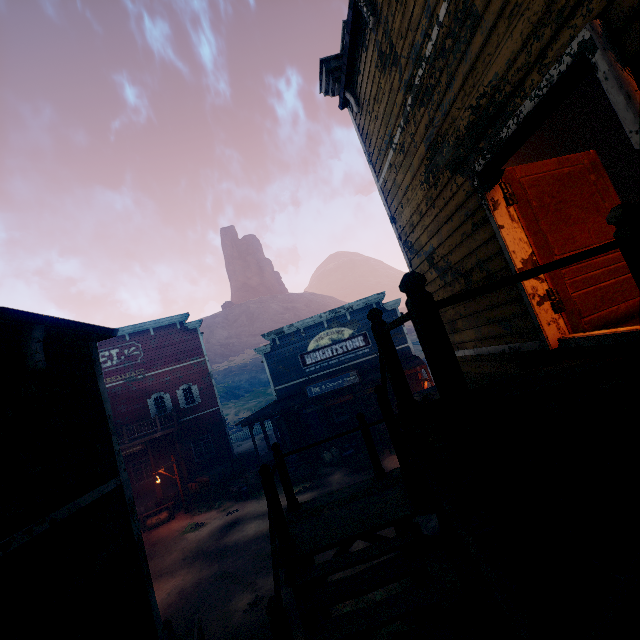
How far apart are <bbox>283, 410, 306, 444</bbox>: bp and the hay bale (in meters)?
7.23

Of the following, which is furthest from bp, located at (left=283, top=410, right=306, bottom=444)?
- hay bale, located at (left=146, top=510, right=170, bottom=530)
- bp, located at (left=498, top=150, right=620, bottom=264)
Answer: bp, located at (left=498, top=150, right=620, bottom=264)

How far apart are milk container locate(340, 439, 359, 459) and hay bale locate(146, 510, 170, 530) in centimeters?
1029cm

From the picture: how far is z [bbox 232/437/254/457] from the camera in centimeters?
3192cm

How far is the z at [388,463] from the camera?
15.2m

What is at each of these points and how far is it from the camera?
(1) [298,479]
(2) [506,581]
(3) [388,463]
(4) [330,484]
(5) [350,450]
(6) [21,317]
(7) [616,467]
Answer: (1) horse trough, 16.86m
(2) z, 6.85m
(3) z, 15.75m
(4) z, 15.59m
(5) milk container, 18.73m
(6) building, 3.34m
(7) building, 3.02m

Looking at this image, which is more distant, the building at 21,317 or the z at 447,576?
the z at 447,576

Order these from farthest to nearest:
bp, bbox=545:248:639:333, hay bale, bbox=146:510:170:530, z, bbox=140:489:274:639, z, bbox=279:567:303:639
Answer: hay bale, bbox=146:510:170:530, z, bbox=140:489:274:639, z, bbox=279:567:303:639, bp, bbox=545:248:639:333
